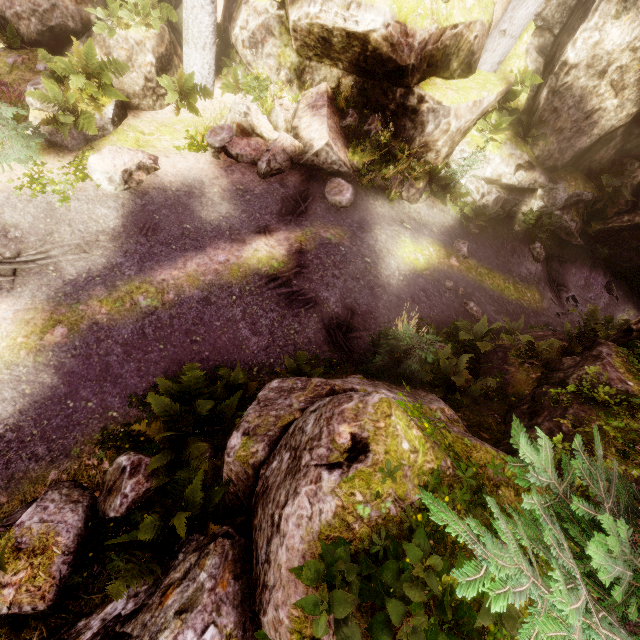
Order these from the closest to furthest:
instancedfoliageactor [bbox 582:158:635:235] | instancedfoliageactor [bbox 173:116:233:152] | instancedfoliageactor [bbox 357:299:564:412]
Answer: instancedfoliageactor [bbox 357:299:564:412], instancedfoliageactor [bbox 173:116:233:152], instancedfoliageactor [bbox 582:158:635:235]

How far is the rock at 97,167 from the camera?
8.2m

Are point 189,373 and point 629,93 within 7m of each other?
no

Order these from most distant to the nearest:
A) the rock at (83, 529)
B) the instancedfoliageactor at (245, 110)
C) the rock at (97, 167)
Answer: the instancedfoliageactor at (245, 110) < the rock at (97, 167) < the rock at (83, 529)

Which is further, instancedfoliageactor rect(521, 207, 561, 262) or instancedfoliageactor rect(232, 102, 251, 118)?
instancedfoliageactor rect(521, 207, 561, 262)

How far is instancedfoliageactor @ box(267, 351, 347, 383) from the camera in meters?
6.4 m
